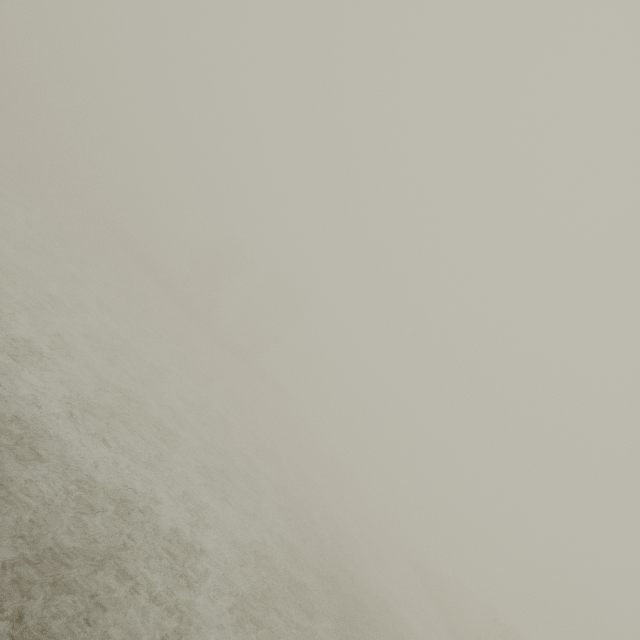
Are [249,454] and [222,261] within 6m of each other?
no
